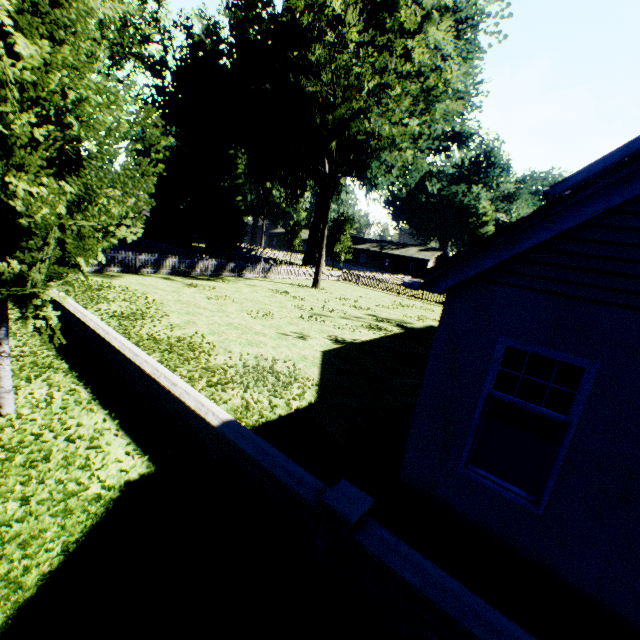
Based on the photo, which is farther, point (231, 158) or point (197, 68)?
point (197, 68)

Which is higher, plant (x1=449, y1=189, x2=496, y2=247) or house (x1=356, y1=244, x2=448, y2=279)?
plant (x1=449, y1=189, x2=496, y2=247)

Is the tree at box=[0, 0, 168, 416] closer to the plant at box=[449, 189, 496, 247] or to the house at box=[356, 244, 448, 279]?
the plant at box=[449, 189, 496, 247]

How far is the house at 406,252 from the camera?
53.8 meters

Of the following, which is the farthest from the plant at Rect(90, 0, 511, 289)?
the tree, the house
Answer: the tree

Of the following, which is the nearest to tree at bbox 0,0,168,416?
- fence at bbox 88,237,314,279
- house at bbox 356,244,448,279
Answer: fence at bbox 88,237,314,279

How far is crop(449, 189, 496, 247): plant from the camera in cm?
5550

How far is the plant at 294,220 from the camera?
52.8 meters
